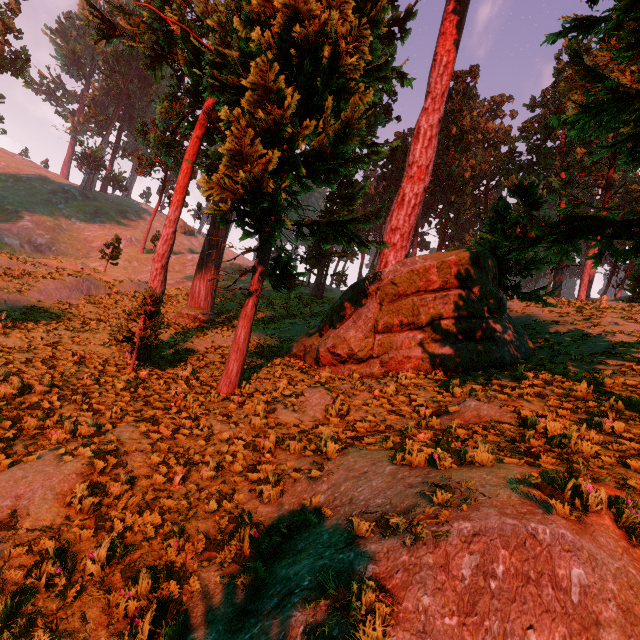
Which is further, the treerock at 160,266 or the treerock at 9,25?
the treerock at 9,25

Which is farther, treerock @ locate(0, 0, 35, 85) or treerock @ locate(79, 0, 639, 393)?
treerock @ locate(0, 0, 35, 85)

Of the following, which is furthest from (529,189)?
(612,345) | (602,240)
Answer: (602,240)
